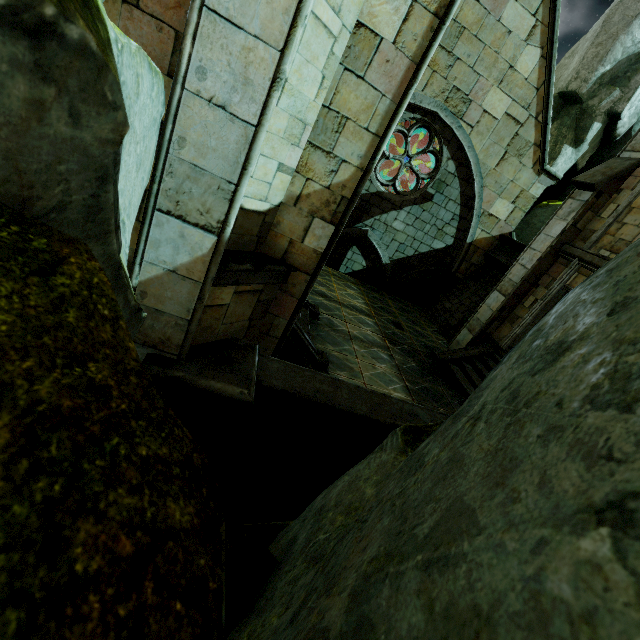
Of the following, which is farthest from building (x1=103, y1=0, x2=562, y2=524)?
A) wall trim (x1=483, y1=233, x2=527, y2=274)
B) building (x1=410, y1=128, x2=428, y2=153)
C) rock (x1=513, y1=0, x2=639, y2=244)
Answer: rock (x1=513, y1=0, x2=639, y2=244)

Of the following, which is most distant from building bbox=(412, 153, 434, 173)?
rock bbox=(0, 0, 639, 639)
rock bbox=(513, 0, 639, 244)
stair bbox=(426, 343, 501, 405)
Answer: rock bbox=(0, 0, 639, 639)

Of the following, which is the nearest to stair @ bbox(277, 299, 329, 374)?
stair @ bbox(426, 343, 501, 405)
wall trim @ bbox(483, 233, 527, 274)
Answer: stair @ bbox(426, 343, 501, 405)

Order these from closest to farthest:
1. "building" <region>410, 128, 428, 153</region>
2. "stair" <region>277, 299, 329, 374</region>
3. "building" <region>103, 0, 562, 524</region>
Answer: "building" <region>103, 0, 562, 524</region> → "stair" <region>277, 299, 329, 374</region> → "building" <region>410, 128, 428, 153</region>

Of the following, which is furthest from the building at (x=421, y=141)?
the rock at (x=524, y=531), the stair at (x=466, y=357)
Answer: the rock at (x=524, y=531)

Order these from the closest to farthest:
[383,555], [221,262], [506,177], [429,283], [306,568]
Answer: [383,555]
[306,568]
[221,262]
[506,177]
[429,283]

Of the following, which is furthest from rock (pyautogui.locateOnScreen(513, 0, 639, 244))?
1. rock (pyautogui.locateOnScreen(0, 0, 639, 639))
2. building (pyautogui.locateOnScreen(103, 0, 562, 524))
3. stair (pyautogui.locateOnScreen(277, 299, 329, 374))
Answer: stair (pyautogui.locateOnScreen(277, 299, 329, 374))

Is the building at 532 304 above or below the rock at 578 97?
below
